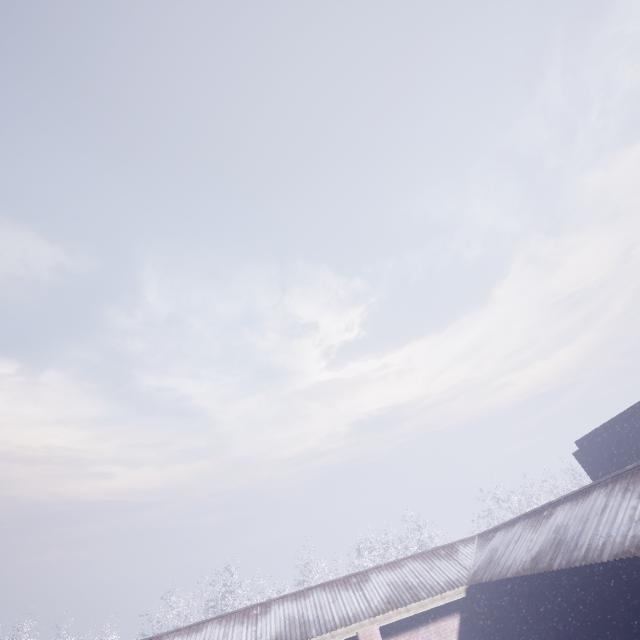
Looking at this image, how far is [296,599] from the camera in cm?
996
